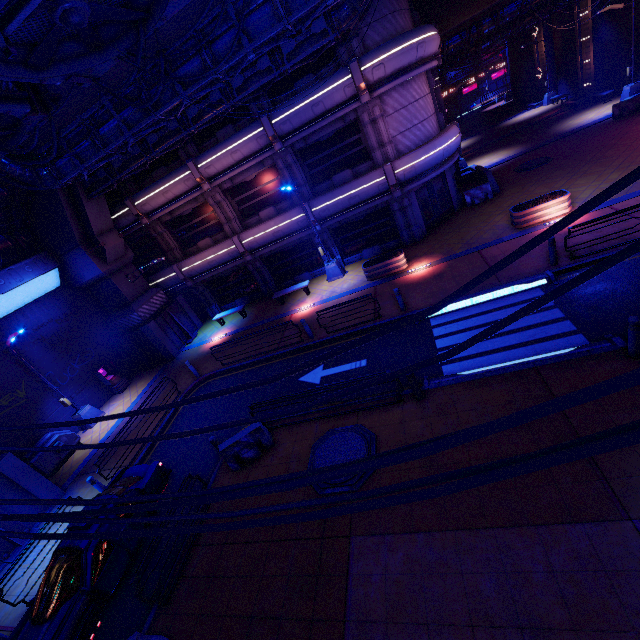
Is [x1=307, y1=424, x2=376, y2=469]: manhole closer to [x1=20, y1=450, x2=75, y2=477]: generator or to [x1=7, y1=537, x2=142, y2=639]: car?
[x1=7, y1=537, x2=142, y2=639]: car

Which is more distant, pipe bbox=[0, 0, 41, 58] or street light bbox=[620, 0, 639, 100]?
street light bbox=[620, 0, 639, 100]

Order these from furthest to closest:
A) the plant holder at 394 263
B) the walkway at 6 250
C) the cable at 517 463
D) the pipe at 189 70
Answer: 1. the plant holder at 394 263
2. the walkway at 6 250
3. the pipe at 189 70
4. the cable at 517 463

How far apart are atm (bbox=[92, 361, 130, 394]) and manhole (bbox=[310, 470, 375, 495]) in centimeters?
1574cm

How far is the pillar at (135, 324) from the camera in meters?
17.1 m

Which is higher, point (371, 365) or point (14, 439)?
point (14, 439)

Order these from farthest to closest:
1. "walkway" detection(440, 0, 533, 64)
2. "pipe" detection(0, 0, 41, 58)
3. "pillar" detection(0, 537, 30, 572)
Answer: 1. "walkway" detection(440, 0, 533, 64)
2. "pillar" detection(0, 537, 30, 572)
3. "pipe" detection(0, 0, 41, 58)

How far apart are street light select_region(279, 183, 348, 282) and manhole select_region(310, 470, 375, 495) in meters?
11.4 m
